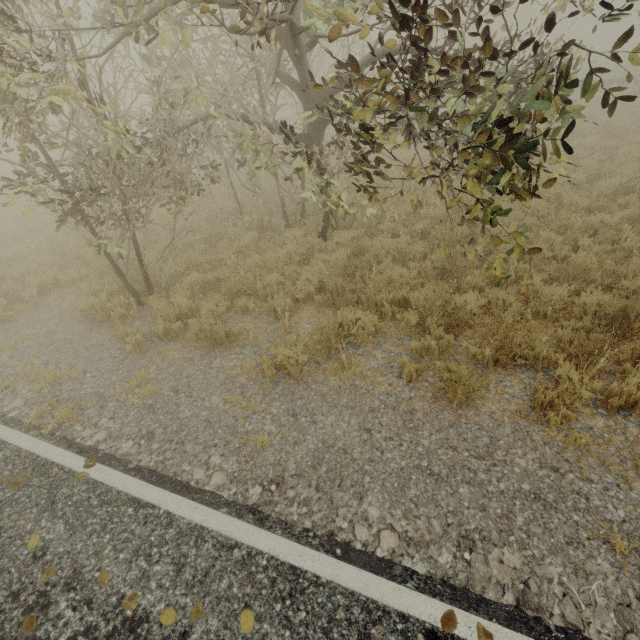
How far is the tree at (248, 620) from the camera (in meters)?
2.55

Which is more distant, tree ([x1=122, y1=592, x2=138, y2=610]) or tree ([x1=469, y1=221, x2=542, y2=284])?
tree ([x1=469, y1=221, x2=542, y2=284])

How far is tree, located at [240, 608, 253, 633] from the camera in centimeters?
255cm

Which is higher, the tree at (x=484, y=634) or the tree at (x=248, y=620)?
the tree at (x=248, y=620)

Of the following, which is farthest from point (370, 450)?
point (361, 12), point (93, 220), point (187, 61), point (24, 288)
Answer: point (24, 288)

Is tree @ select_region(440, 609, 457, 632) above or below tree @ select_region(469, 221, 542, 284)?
below
